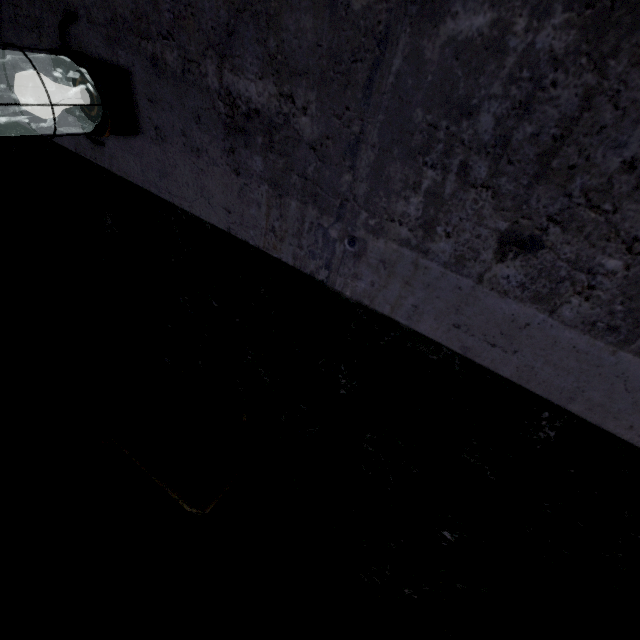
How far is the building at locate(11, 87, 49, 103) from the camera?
1.2 meters

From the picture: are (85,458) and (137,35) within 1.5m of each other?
no

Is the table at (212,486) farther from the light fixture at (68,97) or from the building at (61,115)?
the light fixture at (68,97)

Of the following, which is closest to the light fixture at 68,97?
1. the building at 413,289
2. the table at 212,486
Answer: the building at 413,289

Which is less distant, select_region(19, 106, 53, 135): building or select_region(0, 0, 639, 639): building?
select_region(0, 0, 639, 639): building
